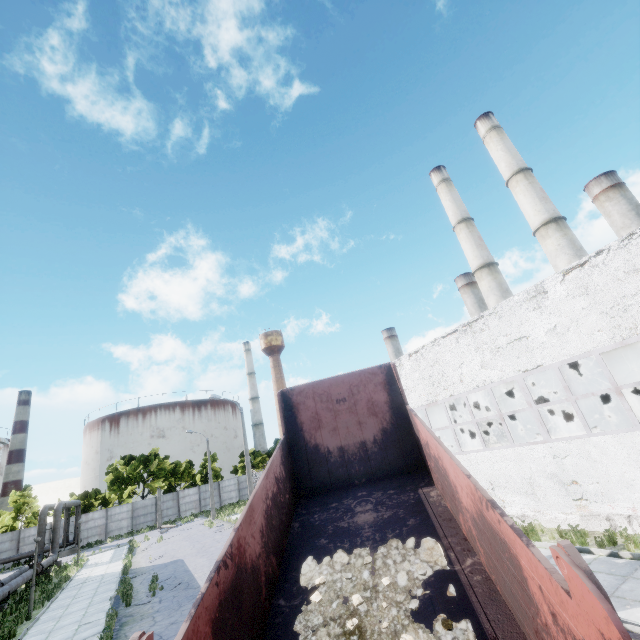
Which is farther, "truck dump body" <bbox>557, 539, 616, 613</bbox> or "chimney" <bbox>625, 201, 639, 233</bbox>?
"chimney" <bbox>625, 201, 639, 233</bbox>

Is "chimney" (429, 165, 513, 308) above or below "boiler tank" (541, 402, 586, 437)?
above

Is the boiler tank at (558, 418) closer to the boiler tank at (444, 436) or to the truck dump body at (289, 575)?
the boiler tank at (444, 436)

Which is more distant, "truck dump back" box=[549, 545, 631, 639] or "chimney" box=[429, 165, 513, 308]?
"chimney" box=[429, 165, 513, 308]

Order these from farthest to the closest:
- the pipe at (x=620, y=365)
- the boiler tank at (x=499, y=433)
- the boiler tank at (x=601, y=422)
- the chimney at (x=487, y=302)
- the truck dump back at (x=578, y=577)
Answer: the chimney at (x=487, y=302)
the boiler tank at (x=499, y=433)
the boiler tank at (x=601, y=422)
the pipe at (x=620, y=365)
the truck dump back at (x=578, y=577)

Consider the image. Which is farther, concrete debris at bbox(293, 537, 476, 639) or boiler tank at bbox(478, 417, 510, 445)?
boiler tank at bbox(478, 417, 510, 445)

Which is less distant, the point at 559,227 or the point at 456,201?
the point at 559,227

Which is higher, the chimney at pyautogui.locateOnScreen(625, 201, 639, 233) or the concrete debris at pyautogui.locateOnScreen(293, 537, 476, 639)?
the chimney at pyautogui.locateOnScreen(625, 201, 639, 233)
